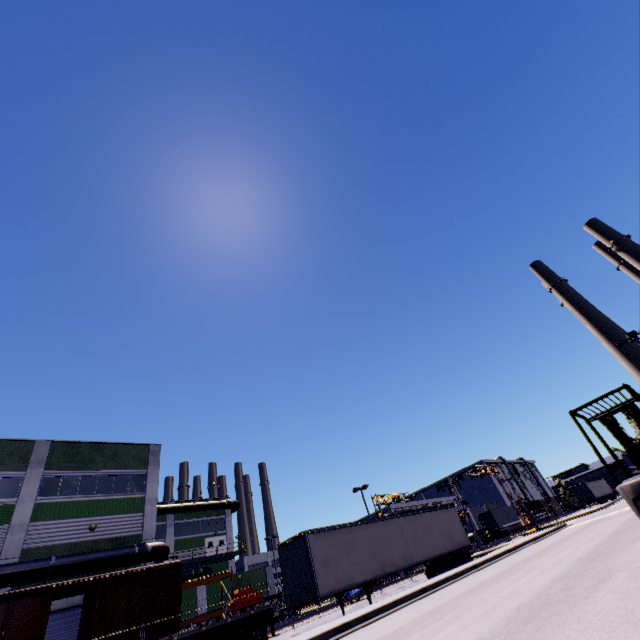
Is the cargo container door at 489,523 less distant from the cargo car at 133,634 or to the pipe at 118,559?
the pipe at 118,559

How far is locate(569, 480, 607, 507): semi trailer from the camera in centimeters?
5503cm

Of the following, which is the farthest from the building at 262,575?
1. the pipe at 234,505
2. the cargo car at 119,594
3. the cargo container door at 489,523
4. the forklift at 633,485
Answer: the forklift at 633,485

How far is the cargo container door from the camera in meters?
51.9

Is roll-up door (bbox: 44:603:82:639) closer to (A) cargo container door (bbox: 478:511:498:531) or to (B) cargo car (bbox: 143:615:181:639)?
(B) cargo car (bbox: 143:615:181:639)

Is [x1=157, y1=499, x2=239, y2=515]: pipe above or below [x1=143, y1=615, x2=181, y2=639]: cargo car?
above

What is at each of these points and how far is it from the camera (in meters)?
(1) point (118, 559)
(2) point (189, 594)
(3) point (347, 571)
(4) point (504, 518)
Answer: (1) pipe, 21.67
(2) building, 30.56
(3) semi trailer, 16.61
(4) cargo container, 54.31

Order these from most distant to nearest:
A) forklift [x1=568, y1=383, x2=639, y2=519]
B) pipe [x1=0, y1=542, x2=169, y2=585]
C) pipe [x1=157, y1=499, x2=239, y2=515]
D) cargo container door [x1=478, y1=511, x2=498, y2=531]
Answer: cargo container door [x1=478, y1=511, x2=498, y2=531]
pipe [x1=157, y1=499, x2=239, y2=515]
pipe [x1=0, y1=542, x2=169, y2=585]
forklift [x1=568, y1=383, x2=639, y2=519]
